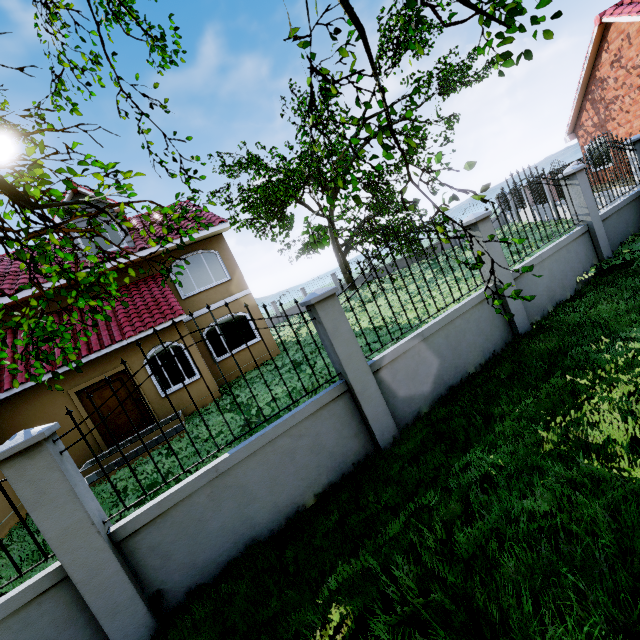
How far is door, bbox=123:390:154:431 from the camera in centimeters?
1061cm

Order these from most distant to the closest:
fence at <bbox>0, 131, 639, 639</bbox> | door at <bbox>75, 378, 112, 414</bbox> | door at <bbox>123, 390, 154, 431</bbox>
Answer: door at <bbox>123, 390, 154, 431</bbox>
door at <bbox>75, 378, 112, 414</bbox>
fence at <bbox>0, 131, 639, 639</bbox>

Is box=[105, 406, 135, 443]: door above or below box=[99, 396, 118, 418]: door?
below

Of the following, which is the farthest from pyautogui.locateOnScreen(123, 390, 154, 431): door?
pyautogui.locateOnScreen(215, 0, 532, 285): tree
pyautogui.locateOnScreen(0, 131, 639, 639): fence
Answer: pyautogui.locateOnScreen(0, 131, 639, 639): fence

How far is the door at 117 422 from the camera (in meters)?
10.38

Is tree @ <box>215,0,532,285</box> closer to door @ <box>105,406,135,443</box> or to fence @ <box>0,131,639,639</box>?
fence @ <box>0,131,639,639</box>

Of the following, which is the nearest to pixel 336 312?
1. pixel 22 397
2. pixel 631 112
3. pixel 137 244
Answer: pixel 22 397
